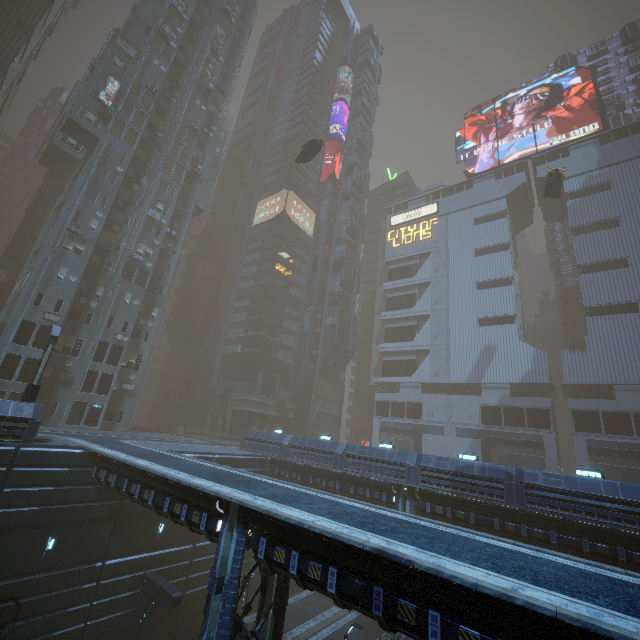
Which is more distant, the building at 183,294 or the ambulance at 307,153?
the ambulance at 307,153

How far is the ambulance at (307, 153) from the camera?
33.9 meters

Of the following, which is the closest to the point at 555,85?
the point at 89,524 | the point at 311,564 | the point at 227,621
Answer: the point at 311,564

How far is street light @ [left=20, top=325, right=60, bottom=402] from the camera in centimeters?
1889cm

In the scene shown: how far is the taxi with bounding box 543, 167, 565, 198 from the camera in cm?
3378

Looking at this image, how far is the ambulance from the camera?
33.9 meters

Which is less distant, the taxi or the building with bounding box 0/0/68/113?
the building with bounding box 0/0/68/113

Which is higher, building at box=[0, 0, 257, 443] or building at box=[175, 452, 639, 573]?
building at box=[0, 0, 257, 443]
